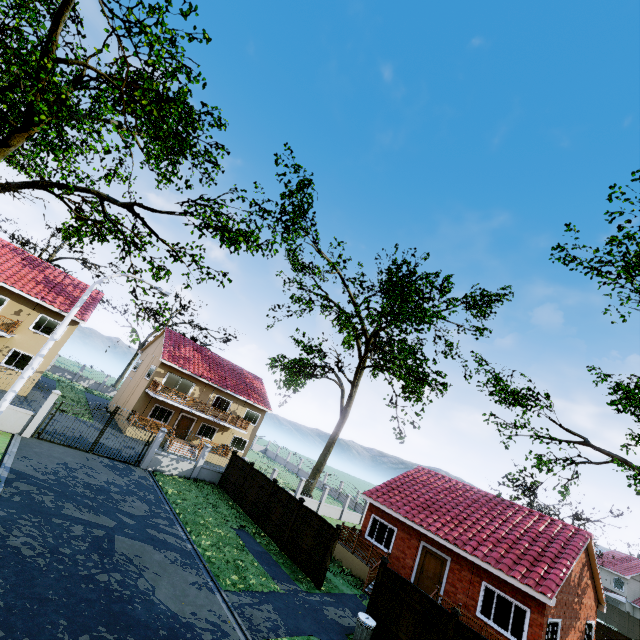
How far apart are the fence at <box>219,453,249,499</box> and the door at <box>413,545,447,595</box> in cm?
1134

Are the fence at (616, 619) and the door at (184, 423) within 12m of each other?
no

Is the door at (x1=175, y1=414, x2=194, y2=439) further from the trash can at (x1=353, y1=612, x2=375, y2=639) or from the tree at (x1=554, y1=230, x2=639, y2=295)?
the trash can at (x1=353, y1=612, x2=375, y2=639)

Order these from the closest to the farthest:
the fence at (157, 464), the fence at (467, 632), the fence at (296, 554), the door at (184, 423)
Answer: the fence at (467, 632) → the fence at (296, 554) → the fence at (157, 464) → the door at (184, 423)

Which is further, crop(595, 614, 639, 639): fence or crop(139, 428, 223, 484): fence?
crop(595, 614, 639, 639): fence

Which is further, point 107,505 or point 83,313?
point 83,313

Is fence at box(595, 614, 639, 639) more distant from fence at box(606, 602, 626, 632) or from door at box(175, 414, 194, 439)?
door at box(175, 414, 194, 439)
